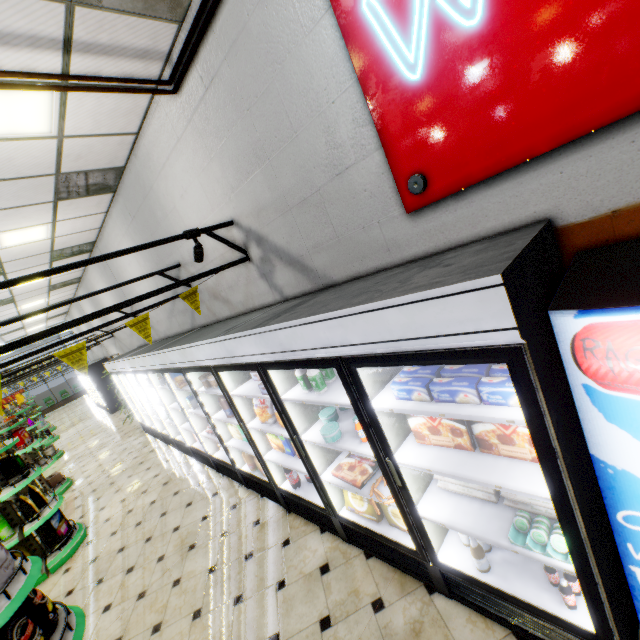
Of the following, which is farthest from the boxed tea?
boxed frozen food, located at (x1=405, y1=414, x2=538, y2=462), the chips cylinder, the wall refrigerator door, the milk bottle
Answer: boxed frozen food, located at (x1=405, y1=414, x2=538, y2=462)

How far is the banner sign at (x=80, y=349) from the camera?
2.5 meters

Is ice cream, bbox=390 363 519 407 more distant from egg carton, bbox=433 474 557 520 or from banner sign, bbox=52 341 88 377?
banner sign, bbox=52 341 88 377

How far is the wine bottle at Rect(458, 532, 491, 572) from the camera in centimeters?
209cm

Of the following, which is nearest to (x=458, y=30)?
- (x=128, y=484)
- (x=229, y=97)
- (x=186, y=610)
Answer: (x=229, y=97)

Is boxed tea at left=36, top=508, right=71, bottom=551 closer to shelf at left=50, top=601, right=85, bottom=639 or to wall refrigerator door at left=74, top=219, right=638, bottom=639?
wall refrigerator door at left=74, top=219, right=638, bottom=639

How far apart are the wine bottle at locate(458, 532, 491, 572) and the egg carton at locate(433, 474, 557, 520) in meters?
0.2

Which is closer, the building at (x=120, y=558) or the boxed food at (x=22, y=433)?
the building at (x=120, y=558)
